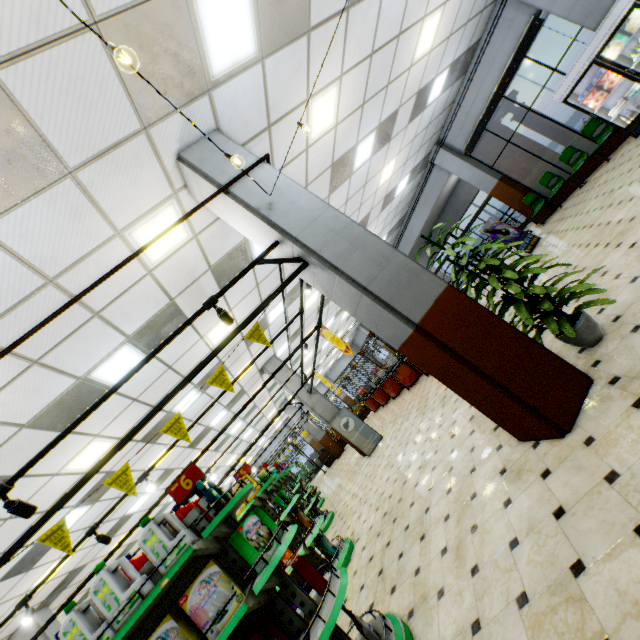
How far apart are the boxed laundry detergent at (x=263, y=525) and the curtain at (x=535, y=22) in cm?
1267

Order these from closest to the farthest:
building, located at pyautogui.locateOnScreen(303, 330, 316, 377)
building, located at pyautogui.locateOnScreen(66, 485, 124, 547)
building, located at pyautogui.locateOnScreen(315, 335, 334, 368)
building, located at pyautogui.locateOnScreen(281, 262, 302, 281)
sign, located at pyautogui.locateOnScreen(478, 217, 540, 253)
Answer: building, located at pyautogui.locateOnScreen(281, 262, 302, 281), building, located at pyautogui.locateOnScreen(66, 485, 124, 547), sign, located at pyautogui.locateOnScreen(478, 217, 540, 253), building, located at pyautogui.locateOnScreen(303, 330, 316, 377), building, located at pyautogui.locateOnScreen(315, 335, 334, 368)

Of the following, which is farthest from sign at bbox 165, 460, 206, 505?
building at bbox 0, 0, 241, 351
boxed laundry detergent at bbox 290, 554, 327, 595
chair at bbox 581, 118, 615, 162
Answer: chair at bbox 581, 118, 615, 162

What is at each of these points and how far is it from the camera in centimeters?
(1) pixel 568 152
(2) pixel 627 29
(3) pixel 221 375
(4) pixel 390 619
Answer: (1) chair, 974cm
(2) boxed frozen food, 697cm
(3) banner sign, 300cm
(4) shelf, 294cm

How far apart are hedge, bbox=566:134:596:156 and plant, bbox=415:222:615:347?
9.20m

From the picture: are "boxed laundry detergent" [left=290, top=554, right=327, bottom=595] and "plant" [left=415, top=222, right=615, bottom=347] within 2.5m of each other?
no

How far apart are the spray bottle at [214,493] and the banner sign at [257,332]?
0.5m

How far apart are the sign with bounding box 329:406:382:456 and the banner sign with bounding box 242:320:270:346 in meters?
8.8 m
